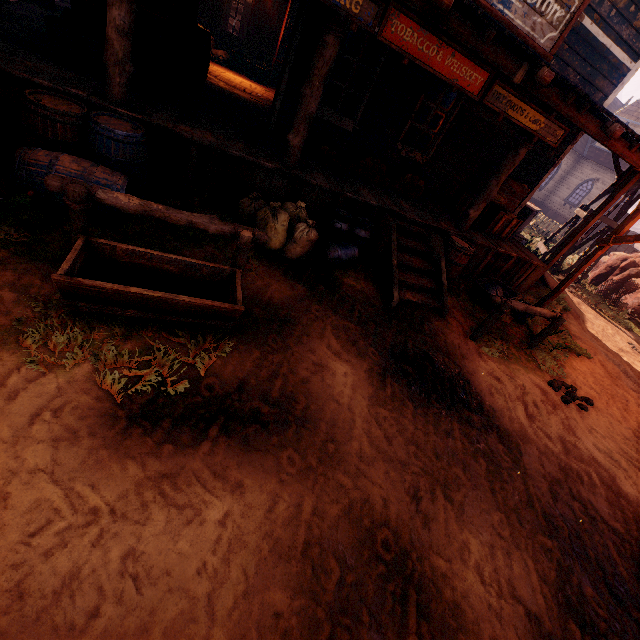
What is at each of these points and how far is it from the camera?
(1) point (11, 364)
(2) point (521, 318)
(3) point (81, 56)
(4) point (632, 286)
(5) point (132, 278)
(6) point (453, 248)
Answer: (1) z, 2.4m
(2) metal tub, 7.2m
(3) bp, 4.6m
(4) instancedfoliageactor, 12.3m
(5) horse trough, 3.3m
(6) barrel, 6.3m

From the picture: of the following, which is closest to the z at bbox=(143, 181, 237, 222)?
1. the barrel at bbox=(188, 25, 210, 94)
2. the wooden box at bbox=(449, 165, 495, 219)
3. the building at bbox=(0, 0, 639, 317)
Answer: the building at bbox=(0, 0, 639, 317)

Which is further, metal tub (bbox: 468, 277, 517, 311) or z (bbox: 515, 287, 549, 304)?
z (bbox: 515, 287, 549, 304)

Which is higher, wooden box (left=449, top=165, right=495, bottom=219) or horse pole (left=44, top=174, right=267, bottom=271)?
wooden box (left=449, top=165, right=495, bottom=219)

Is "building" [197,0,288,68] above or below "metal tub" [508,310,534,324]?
above

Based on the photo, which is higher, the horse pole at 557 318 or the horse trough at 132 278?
the horse pole at 557 318

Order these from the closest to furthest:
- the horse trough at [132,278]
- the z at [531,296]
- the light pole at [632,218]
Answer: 1. the horse trough at [132,278]
2. the light pole at [632,218]
3. the z at [531,296]

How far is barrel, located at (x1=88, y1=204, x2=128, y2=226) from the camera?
3.7m
